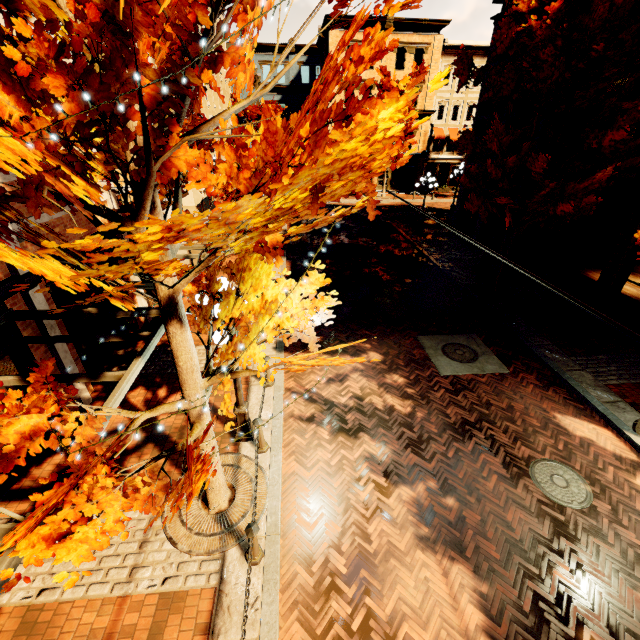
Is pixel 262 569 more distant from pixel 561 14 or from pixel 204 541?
pixel 561 14

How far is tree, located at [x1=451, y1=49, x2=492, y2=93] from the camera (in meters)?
10.55

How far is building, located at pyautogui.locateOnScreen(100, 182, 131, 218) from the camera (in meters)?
8.90

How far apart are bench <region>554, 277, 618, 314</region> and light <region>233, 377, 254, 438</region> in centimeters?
1284cm

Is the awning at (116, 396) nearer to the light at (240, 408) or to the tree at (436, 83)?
the tree at (436, 83)

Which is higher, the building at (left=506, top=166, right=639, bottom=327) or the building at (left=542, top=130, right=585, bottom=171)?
the building at (left=542, top=130, right=585, bottom=171)

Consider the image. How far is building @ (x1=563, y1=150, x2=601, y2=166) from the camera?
13.4m

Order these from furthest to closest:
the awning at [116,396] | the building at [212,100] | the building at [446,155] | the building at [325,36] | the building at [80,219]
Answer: the building at [325,36] < the building at [446,155] < the building at [212,100] < the building at [80,219] < the awning at [116,396]
